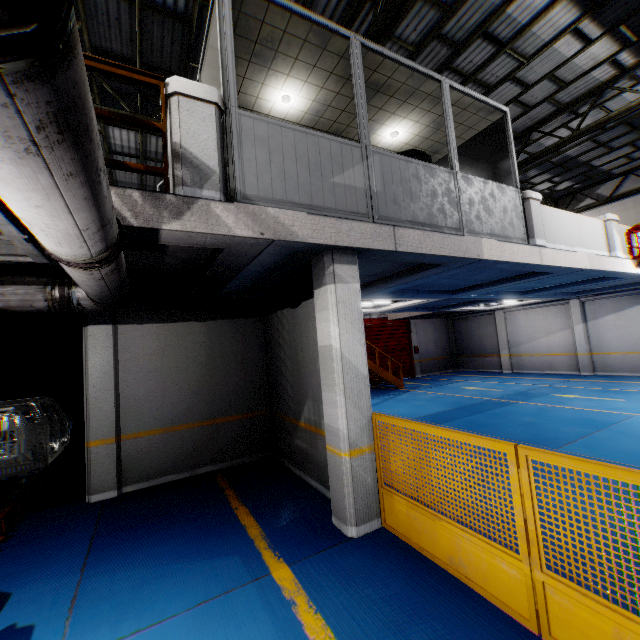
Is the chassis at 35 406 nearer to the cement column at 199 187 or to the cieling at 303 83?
the cement column at 199 187

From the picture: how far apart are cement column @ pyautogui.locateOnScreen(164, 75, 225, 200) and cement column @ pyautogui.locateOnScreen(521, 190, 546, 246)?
6.0 meters

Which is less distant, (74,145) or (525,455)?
(74,145)

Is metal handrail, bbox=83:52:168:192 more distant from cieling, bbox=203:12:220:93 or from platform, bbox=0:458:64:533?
platform, bbox=0:458:64:533

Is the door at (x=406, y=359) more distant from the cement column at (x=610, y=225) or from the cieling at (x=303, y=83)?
the cement column at (x=610, y=225)

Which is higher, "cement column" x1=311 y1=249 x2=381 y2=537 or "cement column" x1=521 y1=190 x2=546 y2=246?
"cement column" x1=521 y1=190 x2=546 y2=246

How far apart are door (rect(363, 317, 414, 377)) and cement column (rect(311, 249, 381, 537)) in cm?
1422

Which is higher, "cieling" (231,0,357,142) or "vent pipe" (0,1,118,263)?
"cieling" (231,0,357,142)
